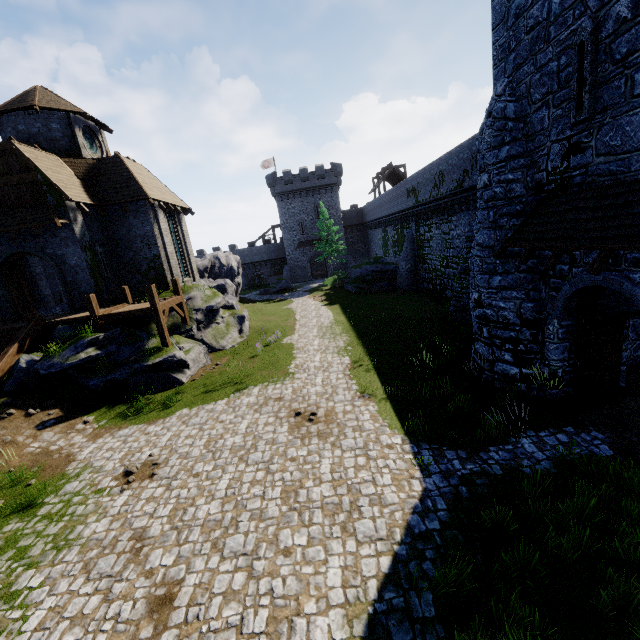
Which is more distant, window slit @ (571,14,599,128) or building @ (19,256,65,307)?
building @ (19,256,65,307)

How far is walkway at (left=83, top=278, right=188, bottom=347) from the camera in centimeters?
1566cm

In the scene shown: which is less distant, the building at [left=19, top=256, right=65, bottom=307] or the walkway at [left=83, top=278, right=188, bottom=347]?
the walkway at [left=83, top=278, right=188, bottom=347]

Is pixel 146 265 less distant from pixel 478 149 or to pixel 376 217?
pixel 478 149

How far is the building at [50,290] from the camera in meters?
20.5 m

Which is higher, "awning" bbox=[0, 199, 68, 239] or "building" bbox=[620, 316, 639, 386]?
"awning" bbox=[0, 199, 68, 239]

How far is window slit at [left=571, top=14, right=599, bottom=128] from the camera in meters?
7.2

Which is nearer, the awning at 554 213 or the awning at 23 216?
the awning at 554 213
